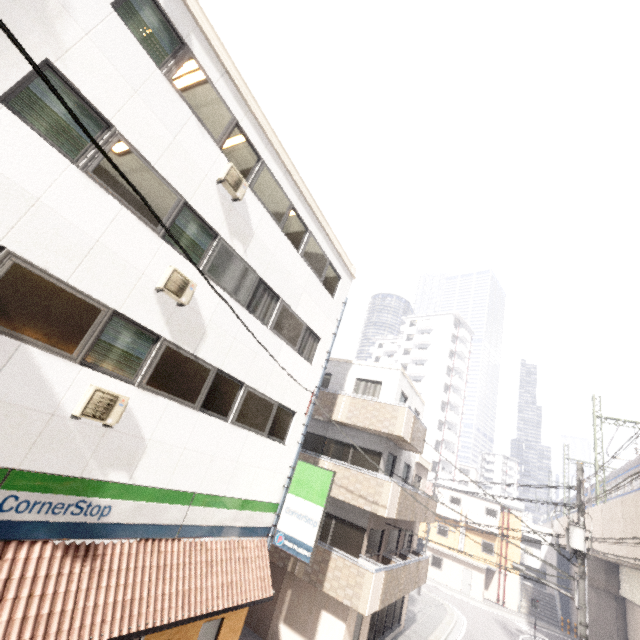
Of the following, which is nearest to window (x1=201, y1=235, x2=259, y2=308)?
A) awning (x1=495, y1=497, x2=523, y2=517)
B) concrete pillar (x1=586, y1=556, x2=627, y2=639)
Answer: concrete pillar (x1=586, y1=556, x2=627, y2=639)

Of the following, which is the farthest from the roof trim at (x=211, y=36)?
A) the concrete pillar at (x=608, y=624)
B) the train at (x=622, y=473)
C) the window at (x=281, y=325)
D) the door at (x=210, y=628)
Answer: A: the concrete pillar at (x=608, y=624)

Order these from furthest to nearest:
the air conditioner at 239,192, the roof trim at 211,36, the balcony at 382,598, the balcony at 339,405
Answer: the balcony at 339,405 < the balcony at 382,598 < the air conditioner at 239,192 < the roof trim at 211,36

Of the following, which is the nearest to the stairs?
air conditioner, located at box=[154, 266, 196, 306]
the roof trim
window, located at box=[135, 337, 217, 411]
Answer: the roof trim

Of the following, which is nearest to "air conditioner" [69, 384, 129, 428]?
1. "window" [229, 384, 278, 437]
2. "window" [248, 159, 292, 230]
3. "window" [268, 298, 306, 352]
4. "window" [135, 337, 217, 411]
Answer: "window" [135, 337, 217, 411]

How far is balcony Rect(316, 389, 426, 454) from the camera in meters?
13.6 m

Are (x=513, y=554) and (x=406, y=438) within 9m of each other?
no

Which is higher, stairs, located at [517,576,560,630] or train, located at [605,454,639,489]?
train, located at [605,454,639,489]
